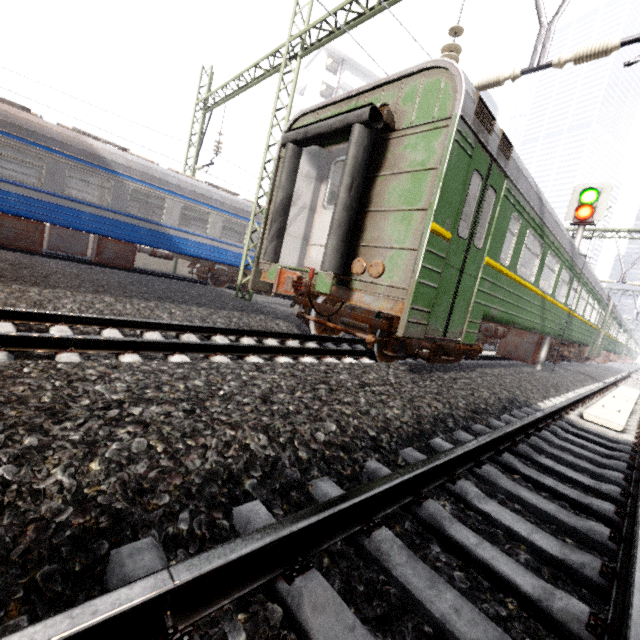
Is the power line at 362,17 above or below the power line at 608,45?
above

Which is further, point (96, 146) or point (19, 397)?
point (96, 146)

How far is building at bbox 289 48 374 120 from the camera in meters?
37.7

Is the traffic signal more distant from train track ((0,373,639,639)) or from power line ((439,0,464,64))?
power line ((439,0,464,64))

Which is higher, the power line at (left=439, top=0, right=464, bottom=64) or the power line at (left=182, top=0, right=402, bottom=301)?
the power line at (left=182, top=0, right=402, bottom=301)

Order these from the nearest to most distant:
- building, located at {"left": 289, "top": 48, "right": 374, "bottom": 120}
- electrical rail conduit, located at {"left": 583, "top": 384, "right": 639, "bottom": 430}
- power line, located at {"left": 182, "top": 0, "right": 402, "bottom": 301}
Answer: electrical rail conduit, located at {"left": 583, "top": 384, "right": 639, "bottom": 430}, power line, located at {"left": 182, "top": 0, "right": 402, "bottom": 301}, building, located at {"left": 289, "top": 48, "right": 374, "bottom": 120}

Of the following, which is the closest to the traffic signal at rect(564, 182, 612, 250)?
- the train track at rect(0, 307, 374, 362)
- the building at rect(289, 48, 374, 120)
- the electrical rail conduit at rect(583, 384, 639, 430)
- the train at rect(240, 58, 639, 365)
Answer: the train at rect(240, 58, 639, 365)

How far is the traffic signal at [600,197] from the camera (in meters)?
9.53
